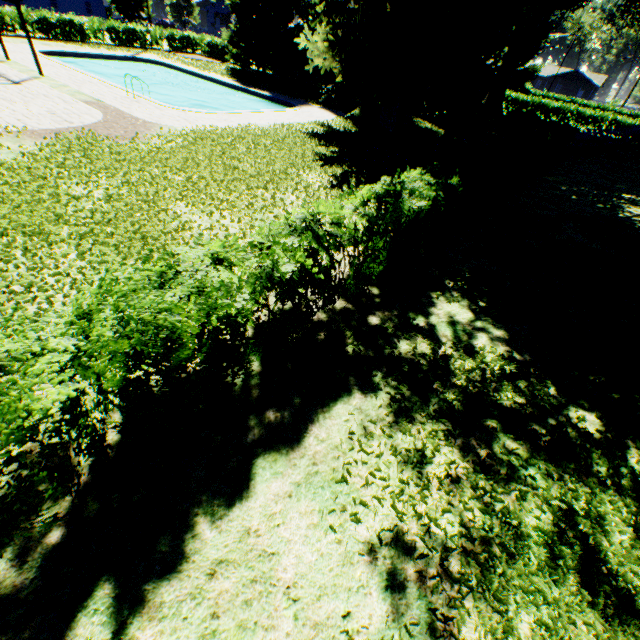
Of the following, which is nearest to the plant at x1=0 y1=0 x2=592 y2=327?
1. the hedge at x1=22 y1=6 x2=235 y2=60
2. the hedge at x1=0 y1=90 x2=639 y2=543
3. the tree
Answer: the tree

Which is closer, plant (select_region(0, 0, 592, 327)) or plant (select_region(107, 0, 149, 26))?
plant (select_region(0, 0, 592, 327))

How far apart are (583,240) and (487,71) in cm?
1226

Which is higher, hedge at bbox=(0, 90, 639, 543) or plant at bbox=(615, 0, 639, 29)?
plant at bbox=(615, 0, 639, 29)

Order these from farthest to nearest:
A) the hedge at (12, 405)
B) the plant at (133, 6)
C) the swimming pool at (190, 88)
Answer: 1. the plant at (133, 6)
2. the swimming pool at (190, 88)
3. the hedge at (12, 405)

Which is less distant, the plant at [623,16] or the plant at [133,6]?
the plant at [623,16]

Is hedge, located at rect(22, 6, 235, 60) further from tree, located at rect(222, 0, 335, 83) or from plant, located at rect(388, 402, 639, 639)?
plant, located at rect(388, 402, 639, 639)

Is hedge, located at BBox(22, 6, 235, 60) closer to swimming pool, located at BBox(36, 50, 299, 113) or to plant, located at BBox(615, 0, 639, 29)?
plant, located at BBox(615, 0, 639, 29)
